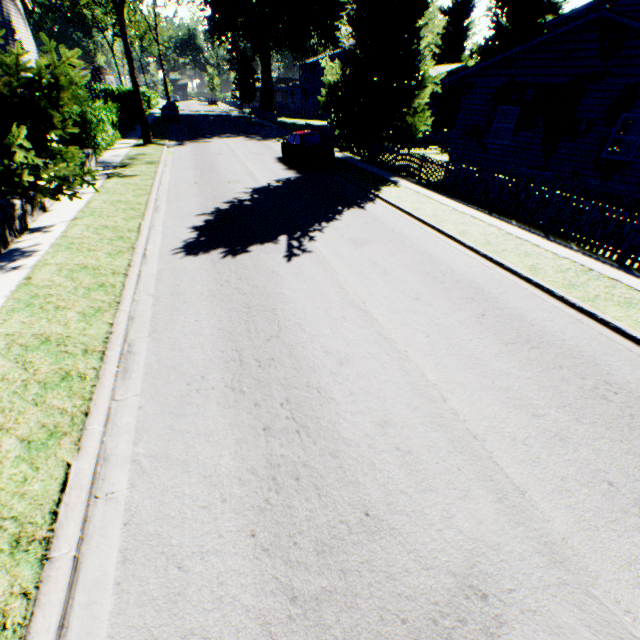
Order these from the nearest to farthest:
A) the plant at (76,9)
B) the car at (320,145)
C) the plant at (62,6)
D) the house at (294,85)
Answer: the car at (320,145), the plant at (62,6), the plant at (76,9), the house at (294,85)

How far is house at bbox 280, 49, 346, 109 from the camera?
55.3m

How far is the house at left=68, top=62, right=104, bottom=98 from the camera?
47.0 meters

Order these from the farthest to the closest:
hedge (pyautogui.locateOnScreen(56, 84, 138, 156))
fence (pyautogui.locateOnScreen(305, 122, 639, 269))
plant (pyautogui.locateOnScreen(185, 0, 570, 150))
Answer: plant (pyautogui.locateOnScreen(185, 0, 570, 150)), hedge (pyautogui.locateOnScreen(56, 84, 138, 156)), fence (pyautogui.locateOnScreen(305, 122, 639, 269))

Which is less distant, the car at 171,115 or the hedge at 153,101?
the car at 171,115

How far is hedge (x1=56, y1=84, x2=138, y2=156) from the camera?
15.00m

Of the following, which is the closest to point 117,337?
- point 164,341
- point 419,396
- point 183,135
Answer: point 164,341

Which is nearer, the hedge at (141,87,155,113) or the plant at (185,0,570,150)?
the plant at (185,0,570,150)
